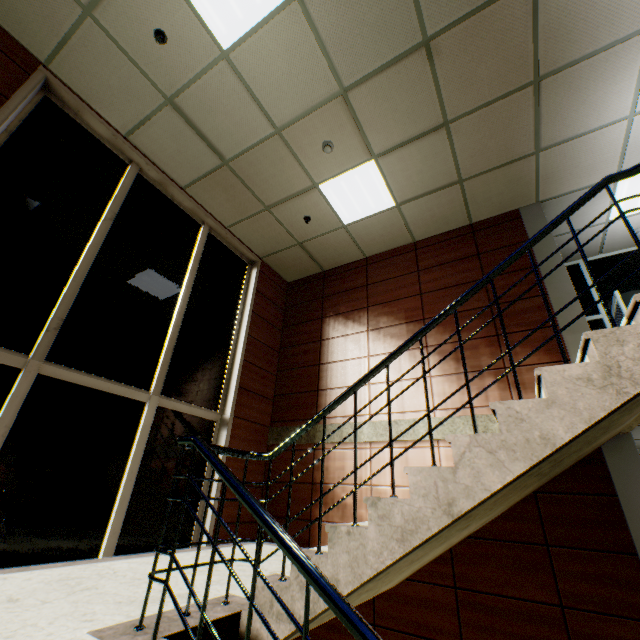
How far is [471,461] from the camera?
1.8 meters

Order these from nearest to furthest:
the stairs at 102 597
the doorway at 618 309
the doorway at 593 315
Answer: the stairs at 102 597, the doorway at 618 309, the doorway at 593 315

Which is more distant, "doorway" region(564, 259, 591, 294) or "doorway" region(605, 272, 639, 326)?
"doorway" region(564, 259, 591, 294)

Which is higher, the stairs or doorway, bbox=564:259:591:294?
doorway, bbox=564:259:591:294

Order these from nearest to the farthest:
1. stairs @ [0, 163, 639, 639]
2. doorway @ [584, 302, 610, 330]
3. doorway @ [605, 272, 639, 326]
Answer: stairs @ [0, 163, 639, 639], doorway @ [605, 272, 639, 326], doorway @ [584, 302, 610, 330]

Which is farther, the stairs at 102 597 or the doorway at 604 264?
the doorway at 604 264
